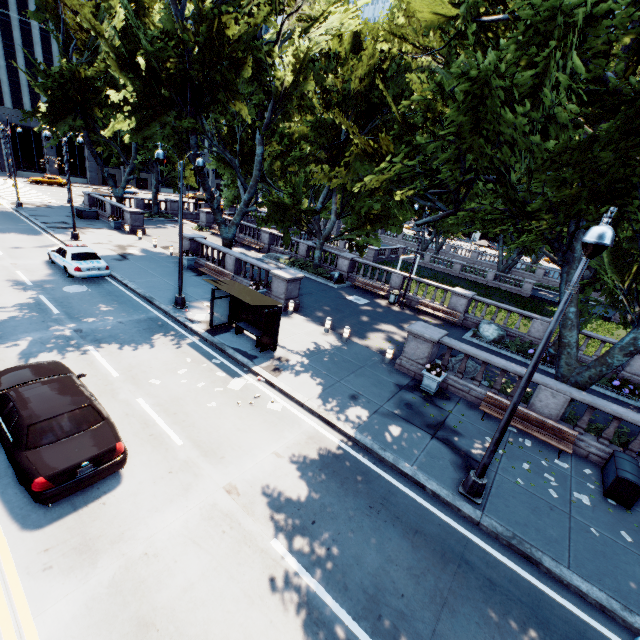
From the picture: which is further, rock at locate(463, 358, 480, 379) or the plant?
the plant

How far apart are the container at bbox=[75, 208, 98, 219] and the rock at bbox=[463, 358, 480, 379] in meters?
36.0

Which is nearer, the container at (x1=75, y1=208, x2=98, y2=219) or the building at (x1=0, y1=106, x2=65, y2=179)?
the container at (x1=75, y1=208, x2=98, y2=219)

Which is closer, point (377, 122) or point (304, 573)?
point (304, 573)

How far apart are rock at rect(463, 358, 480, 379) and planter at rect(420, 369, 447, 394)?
1.3m

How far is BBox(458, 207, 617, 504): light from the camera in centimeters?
542cm

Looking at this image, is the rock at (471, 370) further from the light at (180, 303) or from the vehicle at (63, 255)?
the vehicle at (63, 255)

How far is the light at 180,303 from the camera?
14.4 meters
